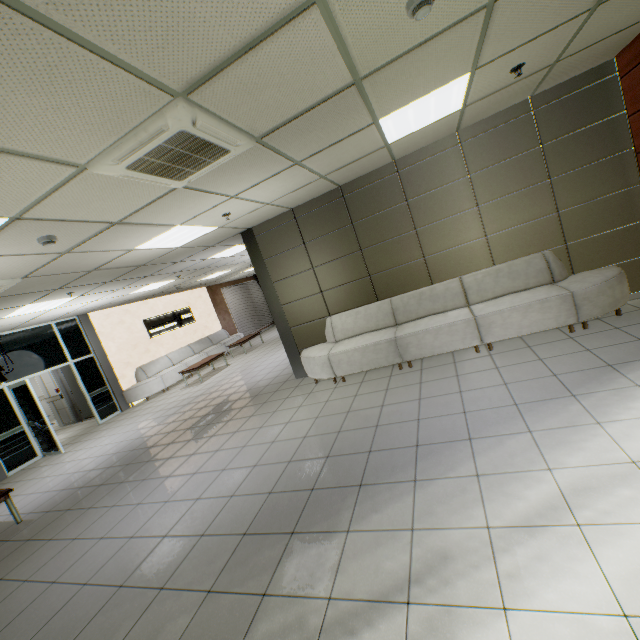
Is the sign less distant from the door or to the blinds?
the door

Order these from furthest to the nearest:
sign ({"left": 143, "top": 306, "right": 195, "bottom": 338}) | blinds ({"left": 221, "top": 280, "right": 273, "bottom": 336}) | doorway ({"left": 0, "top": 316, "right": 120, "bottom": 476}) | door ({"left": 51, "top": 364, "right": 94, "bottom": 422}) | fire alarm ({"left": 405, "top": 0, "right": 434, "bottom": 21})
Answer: blinds ({"left": 221, "top": 280, "right": 273, "bottom": 336}) < sign ({"left": 143, "top": 306, "right": 195, "bottom": 338}) < door ({"left": 51, "top": 364, "right": 94, "bottom": 422}) < doorway ({"left": 0, "top": 316, "right": 120, "bottom": 476}) < fire alarm ({"left": 405, "top": 0, "right": 434, "bottom": 21})

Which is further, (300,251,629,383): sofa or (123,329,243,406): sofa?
(123,329,243,406): sofa

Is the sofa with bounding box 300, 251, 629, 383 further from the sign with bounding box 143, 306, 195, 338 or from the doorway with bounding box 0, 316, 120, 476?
the sign with bounding box 143, 306, 195, 338

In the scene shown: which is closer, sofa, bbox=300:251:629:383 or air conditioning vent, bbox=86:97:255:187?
air conditioning vent, bbox=86:97:255:187

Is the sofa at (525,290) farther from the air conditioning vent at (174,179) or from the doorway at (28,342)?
the doorway at (28,342)

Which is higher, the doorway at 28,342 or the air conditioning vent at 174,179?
the air conditioning vent at 174,179

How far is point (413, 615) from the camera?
1.76m
